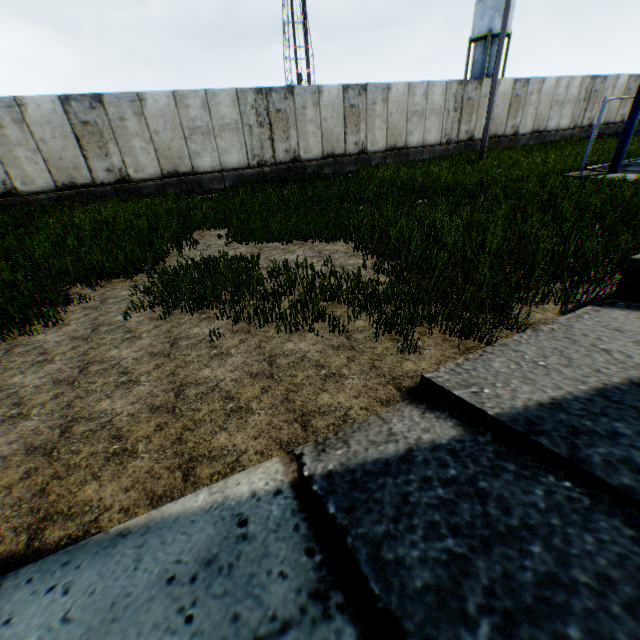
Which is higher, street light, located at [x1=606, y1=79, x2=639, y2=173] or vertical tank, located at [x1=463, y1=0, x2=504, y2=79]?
vertical tank, located at [x1=463, y1=0, x2=504, y2=79]

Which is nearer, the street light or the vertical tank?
the street light

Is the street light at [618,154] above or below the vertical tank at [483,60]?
below

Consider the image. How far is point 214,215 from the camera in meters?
9.0 m

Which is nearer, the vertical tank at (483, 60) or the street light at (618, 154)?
the street light at (618, 154)
